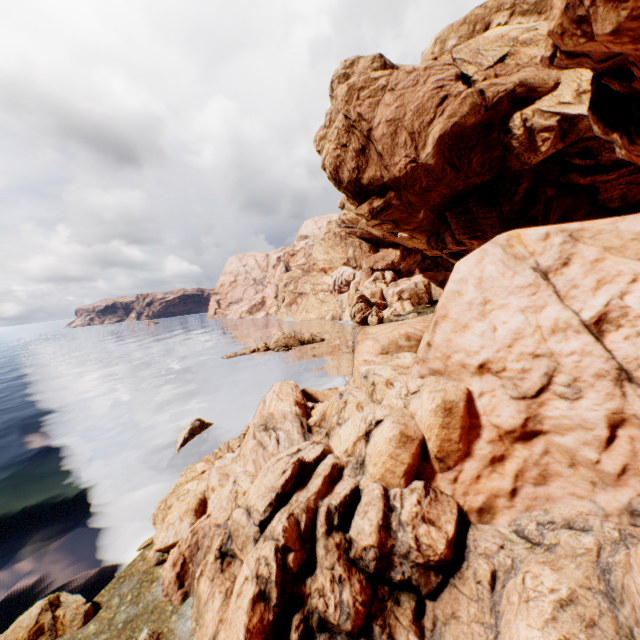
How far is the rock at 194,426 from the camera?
22.4m

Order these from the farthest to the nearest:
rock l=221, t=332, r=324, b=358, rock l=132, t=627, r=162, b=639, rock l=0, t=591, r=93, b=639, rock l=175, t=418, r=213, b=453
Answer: rock l=221, t=332, r=324, b=358
rock l=175, t=418, r=213, b=453
rock l=0, t=591, r=93, b=639
rock l=132, t=627, r=162, b=639

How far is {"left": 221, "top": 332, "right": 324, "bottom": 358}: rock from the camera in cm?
5103

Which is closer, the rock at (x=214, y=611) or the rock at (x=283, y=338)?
the rock at (x=214, y=611)

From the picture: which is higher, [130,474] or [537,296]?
[537,296]

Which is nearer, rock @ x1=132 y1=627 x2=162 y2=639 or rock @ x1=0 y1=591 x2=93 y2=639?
rock @ x1=132 y1=627 x2=162 y2=639

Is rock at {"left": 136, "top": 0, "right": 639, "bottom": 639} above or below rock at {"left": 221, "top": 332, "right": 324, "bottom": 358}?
above
